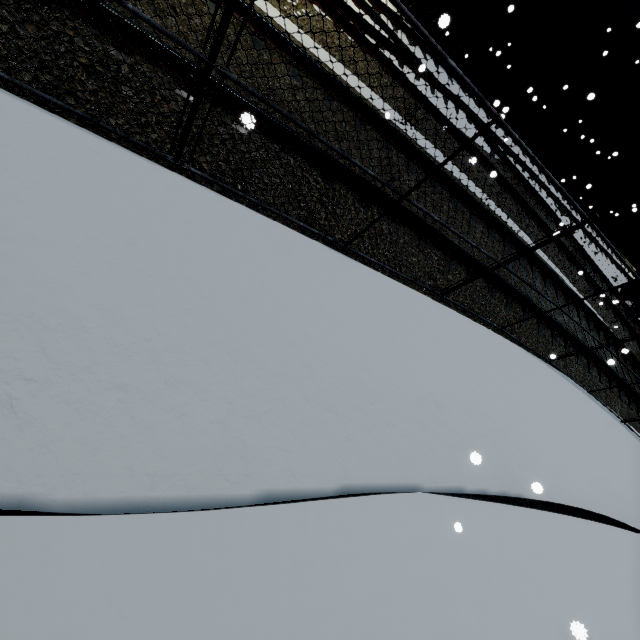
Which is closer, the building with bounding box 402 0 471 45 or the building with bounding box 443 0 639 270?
the building with bounding box 402 0 471 45

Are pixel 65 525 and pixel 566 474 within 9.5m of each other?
yes

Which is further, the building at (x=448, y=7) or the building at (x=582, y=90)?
the building at (x=582, y=90)
